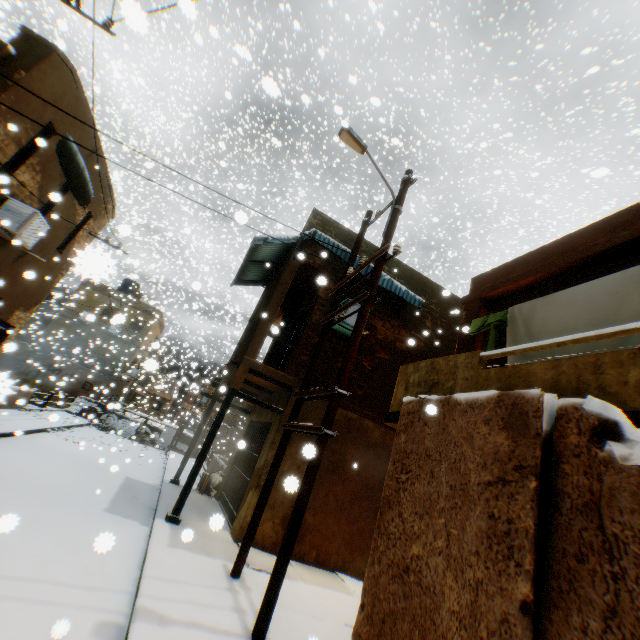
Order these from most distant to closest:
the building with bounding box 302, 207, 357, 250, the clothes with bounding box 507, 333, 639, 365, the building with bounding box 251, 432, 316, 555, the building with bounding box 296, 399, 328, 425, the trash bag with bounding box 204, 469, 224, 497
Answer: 1. the trash bag with bounding box 204, 469, 224, 497
2. the building with bounding box 302, 207, 357, 250
3. the building with bounding box 296, 399, 328, 425
4. the building with bounding box 251, 432, 316, 555
5. the clothes with bounding box 507, 333, 639, 365

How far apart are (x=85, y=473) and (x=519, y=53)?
27.57m

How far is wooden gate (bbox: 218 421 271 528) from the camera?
9.0 meters

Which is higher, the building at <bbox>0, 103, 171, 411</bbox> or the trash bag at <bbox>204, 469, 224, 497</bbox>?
the building at <bbox>0, 103, 171, 411</bbox>

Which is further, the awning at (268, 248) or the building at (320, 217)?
the building at (320, 217)

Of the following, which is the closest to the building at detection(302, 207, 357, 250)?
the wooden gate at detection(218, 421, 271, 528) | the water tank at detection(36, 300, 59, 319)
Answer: the wooden gate at detection(218, 421, 271, 528)

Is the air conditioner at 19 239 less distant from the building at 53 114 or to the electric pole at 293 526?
the building at 53 114
